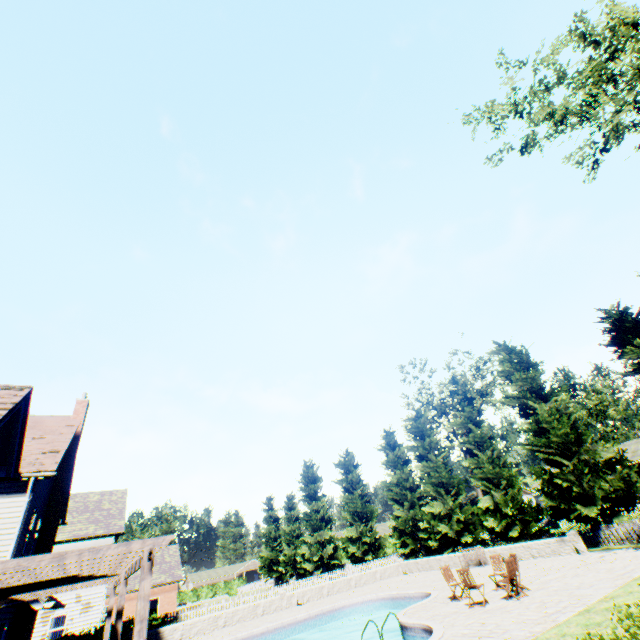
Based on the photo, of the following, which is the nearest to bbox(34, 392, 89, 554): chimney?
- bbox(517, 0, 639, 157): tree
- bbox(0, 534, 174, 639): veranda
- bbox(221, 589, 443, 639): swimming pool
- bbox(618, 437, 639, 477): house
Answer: bbox(0, 534, 174, 639): veranda

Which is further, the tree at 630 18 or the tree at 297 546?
the tree at 297 546

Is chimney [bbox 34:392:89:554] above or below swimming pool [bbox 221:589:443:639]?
above

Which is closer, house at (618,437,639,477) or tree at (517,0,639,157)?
tree at (517,0,639,157)

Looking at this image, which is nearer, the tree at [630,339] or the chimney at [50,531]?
the chimney at [50,531]

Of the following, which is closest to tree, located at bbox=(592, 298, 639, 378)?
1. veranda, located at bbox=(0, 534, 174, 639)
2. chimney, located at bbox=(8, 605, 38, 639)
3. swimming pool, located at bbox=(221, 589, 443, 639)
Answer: swimming pool, located at bbox=(221, 589, 443, 639)

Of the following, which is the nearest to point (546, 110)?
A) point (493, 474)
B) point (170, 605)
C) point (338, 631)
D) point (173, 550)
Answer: point (493, 474)

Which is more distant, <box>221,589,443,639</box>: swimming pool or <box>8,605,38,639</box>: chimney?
<box>8,605,38,639</box>: chimney
